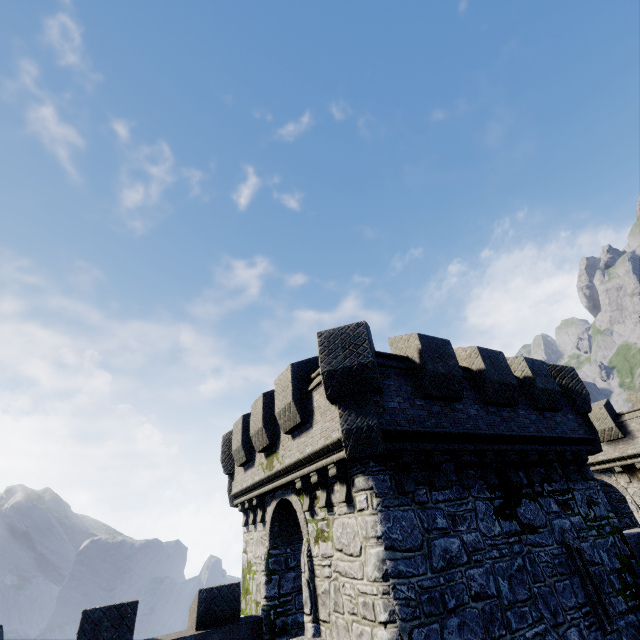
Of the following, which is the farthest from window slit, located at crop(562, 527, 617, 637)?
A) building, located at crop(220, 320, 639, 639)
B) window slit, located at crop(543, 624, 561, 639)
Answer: window slit, located at crop(543, 624, 561, 639)

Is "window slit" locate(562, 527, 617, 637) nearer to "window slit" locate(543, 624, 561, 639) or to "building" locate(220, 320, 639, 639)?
"building" locate(220, 320, 639, 639)

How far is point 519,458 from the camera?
9.9m

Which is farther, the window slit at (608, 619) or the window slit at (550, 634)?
the window slit at (608, 619)

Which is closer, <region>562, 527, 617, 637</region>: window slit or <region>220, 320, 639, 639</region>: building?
<region>220, 320, 639, 639</region>: building

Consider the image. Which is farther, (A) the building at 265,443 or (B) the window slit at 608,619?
(B) the window slit at 608,619
